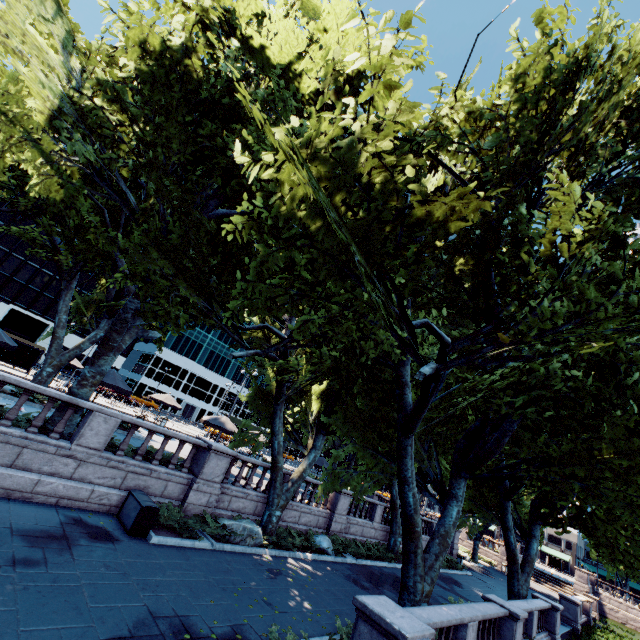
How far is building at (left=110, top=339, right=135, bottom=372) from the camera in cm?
5766

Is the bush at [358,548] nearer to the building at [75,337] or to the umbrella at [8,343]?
the umbrella at [8,343]

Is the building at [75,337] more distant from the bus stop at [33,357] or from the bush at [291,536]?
the bush at [291,536]

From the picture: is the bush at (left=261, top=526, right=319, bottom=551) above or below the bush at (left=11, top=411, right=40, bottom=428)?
below

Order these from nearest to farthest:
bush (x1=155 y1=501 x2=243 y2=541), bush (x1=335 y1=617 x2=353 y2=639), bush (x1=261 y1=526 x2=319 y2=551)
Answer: bush (x1=335 y1=617 x2=353 y2=639), bush (x1=155 y1=501 x2=243 y2=541), bush (x1=261 y1=526 x2=319 y2=551)

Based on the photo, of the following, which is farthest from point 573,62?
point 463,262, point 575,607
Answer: point 575,607

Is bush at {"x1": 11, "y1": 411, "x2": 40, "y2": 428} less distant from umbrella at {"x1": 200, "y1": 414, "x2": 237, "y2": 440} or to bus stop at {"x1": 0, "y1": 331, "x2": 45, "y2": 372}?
umbrella at {"x1": 200, "y1": 414, "x2": 237, "y2": 440}

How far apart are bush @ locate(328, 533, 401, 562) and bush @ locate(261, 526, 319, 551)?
5.4 meters
